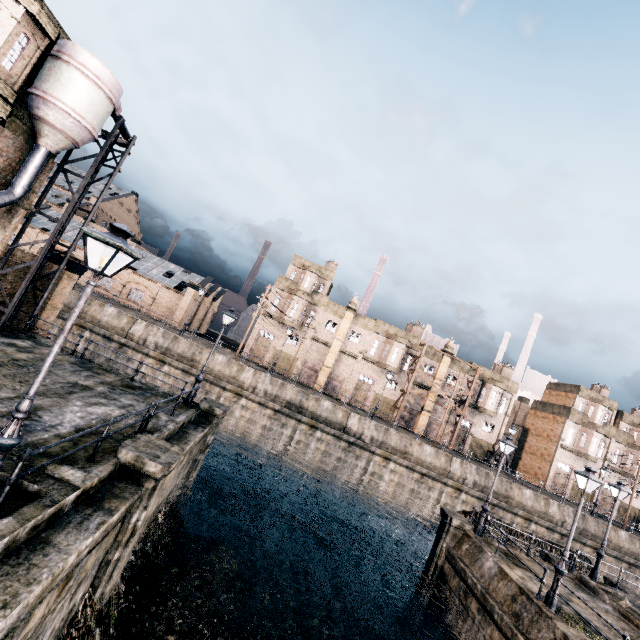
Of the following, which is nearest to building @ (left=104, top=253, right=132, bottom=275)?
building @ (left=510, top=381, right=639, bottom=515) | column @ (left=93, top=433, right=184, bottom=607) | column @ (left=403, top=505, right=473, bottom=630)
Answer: column @ (left=93, top=433, right=184, bottom=607)

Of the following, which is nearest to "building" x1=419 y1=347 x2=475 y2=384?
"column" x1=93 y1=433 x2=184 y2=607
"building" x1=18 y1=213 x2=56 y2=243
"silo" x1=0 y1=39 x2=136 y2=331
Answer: "building" x1=18 y1=213 x2=56 y2=243

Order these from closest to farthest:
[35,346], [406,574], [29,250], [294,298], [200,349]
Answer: [35,346]
[29,250]
[406,574]
[200,349]
[294,298]

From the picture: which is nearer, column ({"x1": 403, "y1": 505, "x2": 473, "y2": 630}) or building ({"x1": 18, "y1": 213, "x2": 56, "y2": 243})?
column ({"x1": 403, "y1": 505, "x2": 473, "y2": 630})

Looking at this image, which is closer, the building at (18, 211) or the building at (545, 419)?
the building at (18, 211)

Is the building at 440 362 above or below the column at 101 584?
above

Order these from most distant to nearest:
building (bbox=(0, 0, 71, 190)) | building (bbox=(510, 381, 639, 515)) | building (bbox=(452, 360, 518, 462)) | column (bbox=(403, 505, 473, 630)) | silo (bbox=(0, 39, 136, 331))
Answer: building (bbox=(510, 381, 639, 515)) → building (bbox=(452, 360, 518, 462)) → column (bbox=(403, 505, 473, 630)) → silo (bbox=(0, 39, 136, 331)) → building (bbox=(0, 0, 71, 190))

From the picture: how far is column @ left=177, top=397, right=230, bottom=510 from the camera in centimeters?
1752cm
